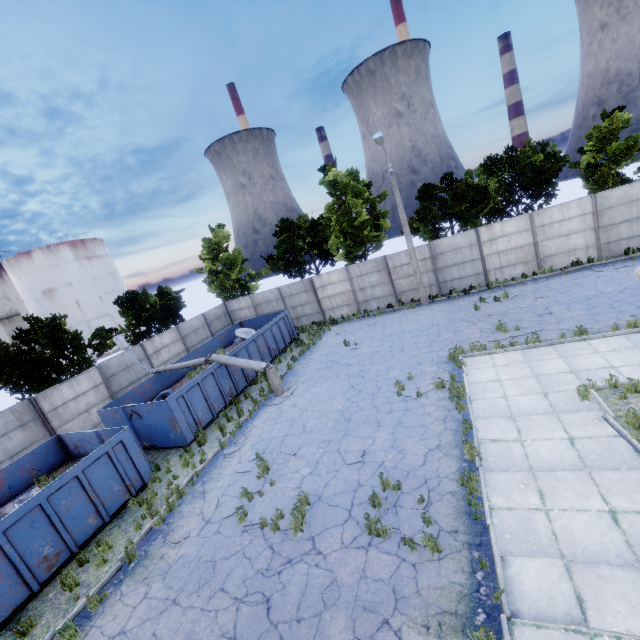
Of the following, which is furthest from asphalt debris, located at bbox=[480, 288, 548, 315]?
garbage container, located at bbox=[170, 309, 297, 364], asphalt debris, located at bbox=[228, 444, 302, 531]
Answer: garbage container, located at bbox=[170, 309, 297, 364]

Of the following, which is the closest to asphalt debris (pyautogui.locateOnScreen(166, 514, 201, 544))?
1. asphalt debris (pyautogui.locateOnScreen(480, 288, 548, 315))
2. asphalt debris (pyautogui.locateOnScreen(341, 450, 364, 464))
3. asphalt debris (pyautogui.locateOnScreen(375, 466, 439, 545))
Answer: asphalt debris (pyautogui.locateOnScreen(341, 450, 364, 464))

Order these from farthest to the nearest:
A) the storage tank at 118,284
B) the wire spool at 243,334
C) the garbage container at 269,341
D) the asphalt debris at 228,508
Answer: the storage tank at 118,284 → the wire spool at 243,334 → the garbage container at 269,341 → the asphalt debris at 228,508

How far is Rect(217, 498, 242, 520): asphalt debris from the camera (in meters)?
8.75

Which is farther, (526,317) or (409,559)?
(526,317)

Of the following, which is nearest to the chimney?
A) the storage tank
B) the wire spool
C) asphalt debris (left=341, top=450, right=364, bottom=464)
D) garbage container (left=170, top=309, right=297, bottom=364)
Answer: the storage tank

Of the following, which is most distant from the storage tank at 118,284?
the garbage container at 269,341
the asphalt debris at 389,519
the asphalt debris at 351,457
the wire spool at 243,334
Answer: the asphalt debris at 389,519

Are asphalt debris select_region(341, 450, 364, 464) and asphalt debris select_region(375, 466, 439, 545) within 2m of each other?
yes
